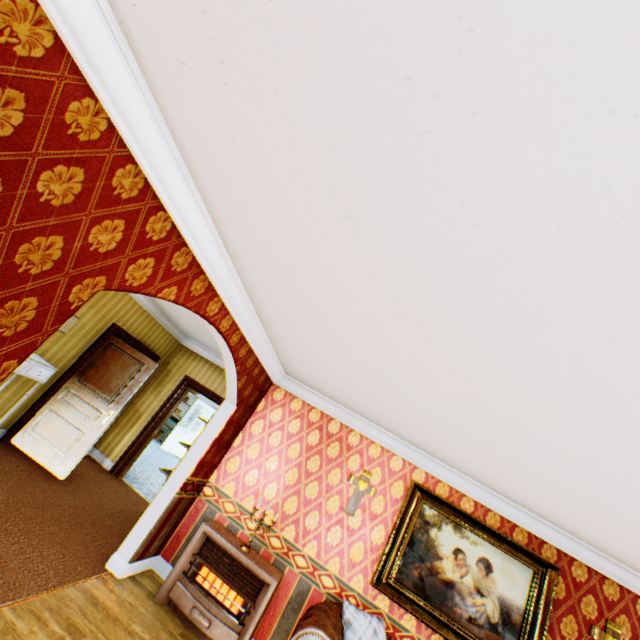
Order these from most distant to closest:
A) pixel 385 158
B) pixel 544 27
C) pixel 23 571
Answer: pixel 23 571, pixel 385 158, pixel 544 27

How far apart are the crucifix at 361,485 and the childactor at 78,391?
4.0 meters

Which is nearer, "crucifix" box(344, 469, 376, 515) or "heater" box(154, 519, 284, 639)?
"heater" box(154, 519, 284, 639)

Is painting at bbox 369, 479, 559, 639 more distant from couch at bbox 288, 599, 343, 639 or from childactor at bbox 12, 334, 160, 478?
childactor at bbox 12, 334, 160, 478

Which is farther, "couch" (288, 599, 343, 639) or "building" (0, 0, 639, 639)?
"couch" (288, 599, 343, 639)

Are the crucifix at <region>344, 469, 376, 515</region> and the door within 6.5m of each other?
no

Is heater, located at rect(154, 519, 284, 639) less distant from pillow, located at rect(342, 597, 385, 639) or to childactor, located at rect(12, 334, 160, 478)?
pillow, located at rect(342, 597, 385, 639)

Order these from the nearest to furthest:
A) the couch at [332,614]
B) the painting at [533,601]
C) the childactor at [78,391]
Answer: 1. the couch at [332,614]
2. the painting at [533,601]
3. the childactor at [78,391]
